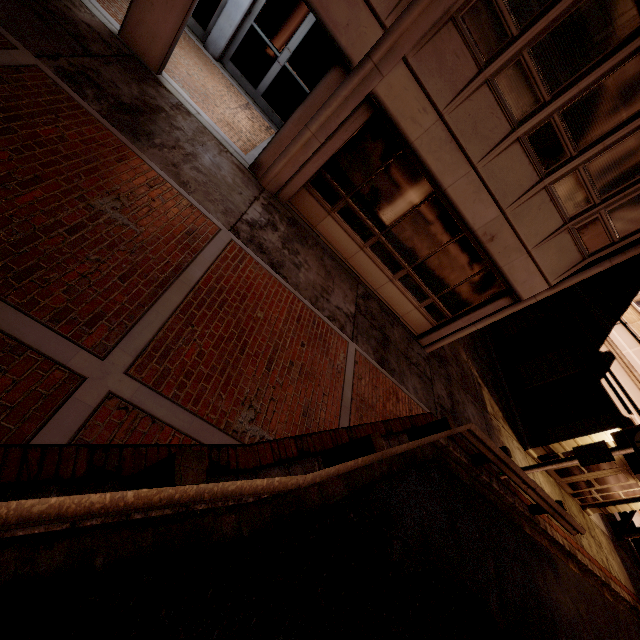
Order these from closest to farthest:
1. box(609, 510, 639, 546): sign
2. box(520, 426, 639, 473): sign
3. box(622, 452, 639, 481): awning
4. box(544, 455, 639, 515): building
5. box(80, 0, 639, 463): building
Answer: box(80, 0, 639, 463): building < box(520, 426, 639, 473): sign < box(622, 452, 639, 481): awning < box(544, 455, 639, 515): building < box(609, 510, 639, 546): sign

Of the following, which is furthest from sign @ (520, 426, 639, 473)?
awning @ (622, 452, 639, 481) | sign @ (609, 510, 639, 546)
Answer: sign @ (609, 510, 639, 546)

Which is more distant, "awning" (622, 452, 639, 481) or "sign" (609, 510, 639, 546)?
"sign" (609, 510, 639, 546)

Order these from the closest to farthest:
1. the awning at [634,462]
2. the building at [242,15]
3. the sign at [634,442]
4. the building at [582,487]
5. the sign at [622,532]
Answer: the building at [242,15] → the sign at [634,442] → the awning at [634,462] → the building at [582,487] → the sign at [622,532]

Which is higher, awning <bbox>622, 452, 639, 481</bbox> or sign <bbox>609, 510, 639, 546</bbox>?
awning <bbox>622, 452, 639, 481</bbox>

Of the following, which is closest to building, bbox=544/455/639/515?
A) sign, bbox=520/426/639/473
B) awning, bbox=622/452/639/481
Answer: awning, bbox=622/452/639/481

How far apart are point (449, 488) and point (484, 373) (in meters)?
8.37

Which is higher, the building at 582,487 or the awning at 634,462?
the awning at 634,462
